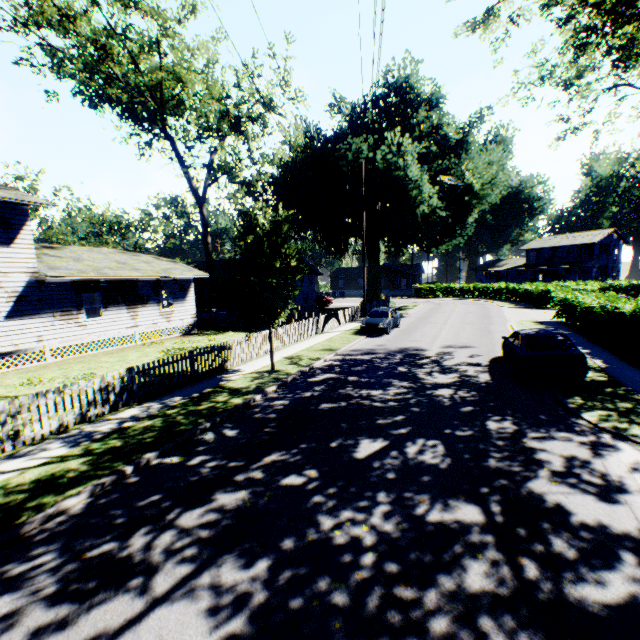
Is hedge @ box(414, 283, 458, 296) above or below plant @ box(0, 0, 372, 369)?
below

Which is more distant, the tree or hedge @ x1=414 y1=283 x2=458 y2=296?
hedge @ x1=414 y1=283 x2=458 y2=296

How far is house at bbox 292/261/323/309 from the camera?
36.00m

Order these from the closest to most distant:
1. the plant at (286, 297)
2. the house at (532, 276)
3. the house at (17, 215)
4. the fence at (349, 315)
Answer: the plant at (286, 297) → the house at (17, 215) → the fence at (349, 315) → the house at (532, 276)

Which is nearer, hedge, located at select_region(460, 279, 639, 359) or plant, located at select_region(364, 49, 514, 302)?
hedge, located at select_region(460, 279, 639, 359)

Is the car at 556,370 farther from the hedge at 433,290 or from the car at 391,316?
the hedge at 433,290

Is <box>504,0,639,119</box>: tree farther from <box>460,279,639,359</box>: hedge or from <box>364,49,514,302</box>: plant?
<box>364,49,514,302</box>: plant

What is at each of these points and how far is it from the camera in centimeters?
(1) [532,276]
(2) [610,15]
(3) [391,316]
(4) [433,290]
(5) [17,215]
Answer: (1) house, 5766cm
(2) tree, 1315cm
(3) car, 2217cm
(4) hedge, 5616cm
(5) house, 1565cm
